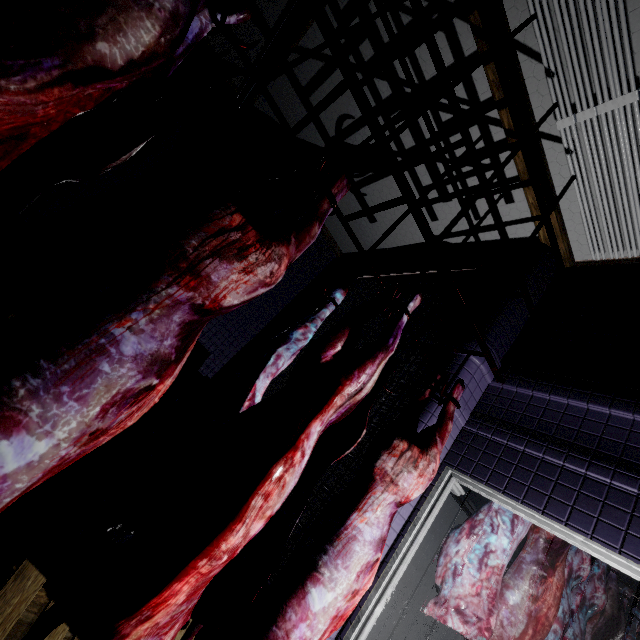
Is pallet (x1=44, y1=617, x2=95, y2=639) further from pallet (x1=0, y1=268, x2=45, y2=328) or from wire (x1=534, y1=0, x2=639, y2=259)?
wire (x1=534, y1=0, x2=639, y2=259)

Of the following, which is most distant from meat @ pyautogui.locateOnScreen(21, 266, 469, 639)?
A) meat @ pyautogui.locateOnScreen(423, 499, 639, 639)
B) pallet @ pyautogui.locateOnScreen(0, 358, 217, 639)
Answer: meat @ pyautogui.locateOnScreen(423, 499, 639, 639)

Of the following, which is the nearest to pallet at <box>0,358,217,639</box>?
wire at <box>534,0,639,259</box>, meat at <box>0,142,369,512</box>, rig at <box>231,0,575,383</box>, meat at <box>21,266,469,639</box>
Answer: meat at <box>21,266,469,639</box>

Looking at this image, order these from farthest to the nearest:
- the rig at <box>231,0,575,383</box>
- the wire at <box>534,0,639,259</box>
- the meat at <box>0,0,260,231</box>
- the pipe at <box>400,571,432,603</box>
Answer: the pipe at <box>400,571,432,603</box>
the wire at <box>534,0,639,259</box>
the rig at <box>231,0,575,383</box>
the meat at <box>0,0,260,231</box>

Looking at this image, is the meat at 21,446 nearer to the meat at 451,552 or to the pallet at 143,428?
the pallet at 143,428

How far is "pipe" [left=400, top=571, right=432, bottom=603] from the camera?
6.80m

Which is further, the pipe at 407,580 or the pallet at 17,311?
the pipe at 407,580

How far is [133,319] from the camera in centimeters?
84cm
